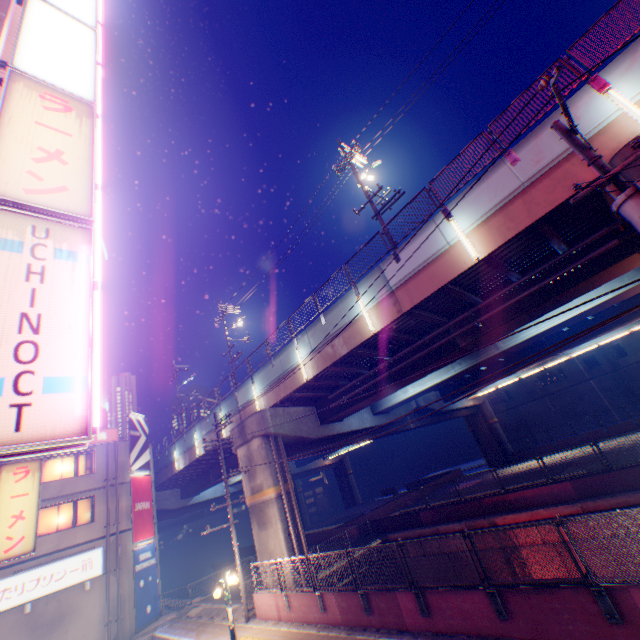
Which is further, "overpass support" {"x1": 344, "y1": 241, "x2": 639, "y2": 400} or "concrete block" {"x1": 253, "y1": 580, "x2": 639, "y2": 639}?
"overpass support" {"x1": 344, "y1": 241, "x2": 639, "y2": 400}

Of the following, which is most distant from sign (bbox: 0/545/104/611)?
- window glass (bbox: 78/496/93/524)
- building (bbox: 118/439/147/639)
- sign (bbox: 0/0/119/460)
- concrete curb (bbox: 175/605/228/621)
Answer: sign (bbox: 0/0/119/460)

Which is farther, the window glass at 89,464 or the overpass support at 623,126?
the window glass at 89,464

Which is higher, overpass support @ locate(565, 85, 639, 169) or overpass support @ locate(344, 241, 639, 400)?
overpass support @ locate(565, 85, 639, 169)

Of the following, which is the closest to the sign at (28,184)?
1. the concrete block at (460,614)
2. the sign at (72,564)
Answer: the concrete block at (460,614)

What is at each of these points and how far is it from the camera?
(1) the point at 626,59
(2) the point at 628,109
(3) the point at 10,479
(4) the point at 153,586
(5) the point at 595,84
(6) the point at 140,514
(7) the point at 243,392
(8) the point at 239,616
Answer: (1) overpass support, 8.52m
(2) street lamp, 8.34m
(3) sign, 12.41m
(4) billboard, 22.20m
(5) metal fence, 8.95m
(6) billboard, 23.22m
(7) overpass support, 21.67m
(8) concrete curb, 15.75m

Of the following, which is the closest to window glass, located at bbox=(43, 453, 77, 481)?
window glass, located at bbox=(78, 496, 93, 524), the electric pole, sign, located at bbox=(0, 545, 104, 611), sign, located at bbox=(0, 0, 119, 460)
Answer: window glass, located at bbox=(78, 496, 93, 524)

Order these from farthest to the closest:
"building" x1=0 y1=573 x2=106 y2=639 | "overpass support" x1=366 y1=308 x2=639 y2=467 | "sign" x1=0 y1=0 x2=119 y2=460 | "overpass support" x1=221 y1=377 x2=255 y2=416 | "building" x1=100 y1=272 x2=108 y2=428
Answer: "building" x1=100 y1=272 x2=108 y2=428 → "overpass support" x1=366 y1=308 x2=639 y2=467 → "overpass support" x1=221 y1=377 x2=255 y2=416 → "building" x1=0 y1=573 x2=106 y2=639 → "sign" x1=0 y1=0 x2=119 y2=460
